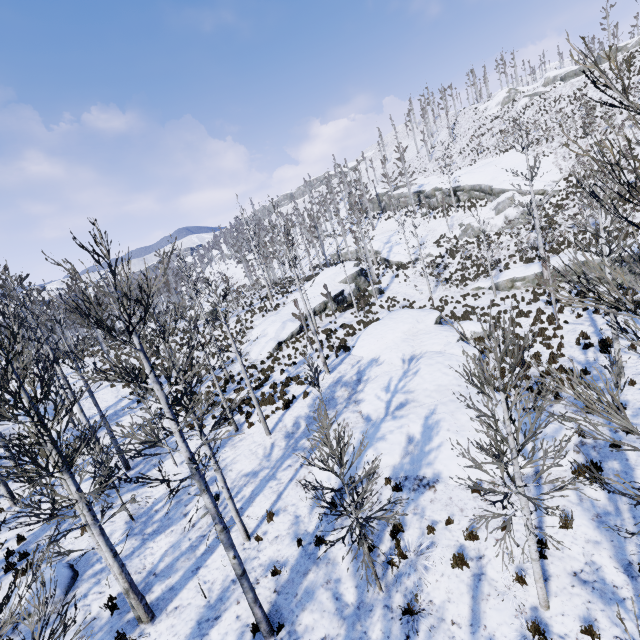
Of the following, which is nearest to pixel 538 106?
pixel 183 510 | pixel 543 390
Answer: pixel 543 390

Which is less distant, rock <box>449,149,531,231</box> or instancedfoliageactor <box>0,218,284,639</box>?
instancedfoliageactor <box>0,218,284,639</box>

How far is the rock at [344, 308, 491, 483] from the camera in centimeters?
1068cm

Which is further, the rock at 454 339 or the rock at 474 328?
the rock at 474 328

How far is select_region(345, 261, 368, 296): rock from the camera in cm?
3453

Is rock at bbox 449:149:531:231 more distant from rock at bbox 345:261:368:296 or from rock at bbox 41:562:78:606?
rock at bbox 41:562:78:606

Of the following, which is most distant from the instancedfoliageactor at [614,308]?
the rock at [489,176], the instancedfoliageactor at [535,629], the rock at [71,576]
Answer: the rock at [489,176]

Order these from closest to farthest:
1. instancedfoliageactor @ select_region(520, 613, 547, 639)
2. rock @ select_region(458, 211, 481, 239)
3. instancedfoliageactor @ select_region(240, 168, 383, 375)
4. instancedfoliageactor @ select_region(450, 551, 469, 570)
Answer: instancedfoliageactor @ select_region(520, 613, 547, 639) < instancedfoliageactor @ select_region(450, 551, 469, 570) < instancedfoliageactor @ select_region(240, 168, 383, 375) < rock @ select_region(458, 211, 481, 239)
